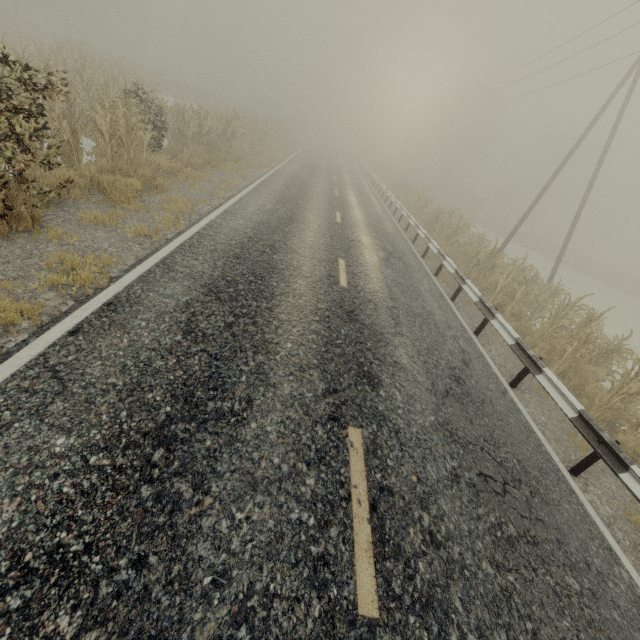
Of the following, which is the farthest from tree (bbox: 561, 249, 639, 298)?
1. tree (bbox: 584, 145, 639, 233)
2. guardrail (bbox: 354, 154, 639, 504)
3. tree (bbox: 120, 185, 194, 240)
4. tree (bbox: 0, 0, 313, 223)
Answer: tree (bbox: 120, 185, 194, 240)

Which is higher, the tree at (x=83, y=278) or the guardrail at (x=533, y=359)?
the guardrail at (x=533, y=359)

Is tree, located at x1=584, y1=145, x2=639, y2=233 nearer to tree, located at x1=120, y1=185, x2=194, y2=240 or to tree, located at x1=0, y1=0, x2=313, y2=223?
tree, located at x1=0, y1=0, x2=313, y2=223

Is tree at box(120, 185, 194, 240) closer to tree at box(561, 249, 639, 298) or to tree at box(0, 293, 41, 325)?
tree at box(0, 293, 41, 325)

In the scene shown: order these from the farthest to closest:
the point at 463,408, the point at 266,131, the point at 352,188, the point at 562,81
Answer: the point at 266,131, the point at 352,188, the point at 562,81, the point at 463,408

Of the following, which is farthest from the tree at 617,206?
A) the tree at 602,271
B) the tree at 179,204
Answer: the tree at 179,204

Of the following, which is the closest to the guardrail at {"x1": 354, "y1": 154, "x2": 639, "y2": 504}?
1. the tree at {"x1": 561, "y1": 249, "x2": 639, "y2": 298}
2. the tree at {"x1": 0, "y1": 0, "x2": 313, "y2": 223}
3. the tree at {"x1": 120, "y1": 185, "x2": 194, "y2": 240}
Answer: the tree at {"x1": 0, "y1": 0, "x2": 313, "y2": 223}

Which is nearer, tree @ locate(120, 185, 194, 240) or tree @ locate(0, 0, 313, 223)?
tree @ locate(0, 0, 313, 223)
